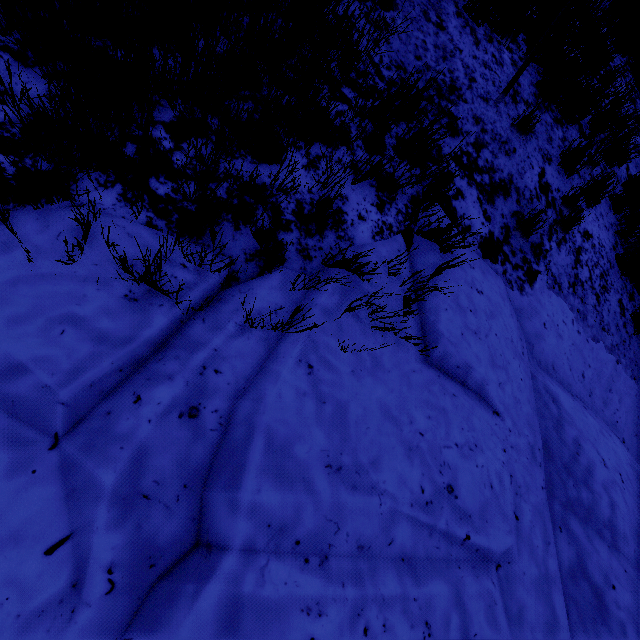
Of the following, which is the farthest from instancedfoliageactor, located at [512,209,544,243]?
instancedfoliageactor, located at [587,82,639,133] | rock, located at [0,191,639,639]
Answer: instancedfoliageactor, located at [587,82,639,133]

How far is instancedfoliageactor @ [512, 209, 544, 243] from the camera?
3.25m

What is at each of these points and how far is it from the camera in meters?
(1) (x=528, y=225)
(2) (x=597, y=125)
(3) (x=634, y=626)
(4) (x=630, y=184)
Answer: (1) instancedfoliageactor, 3.3 m
(2) instancedfoliageactor, 4.8 m
(3) rock, 1.9 m
(4) instancedfoliageactor, 5.0 m

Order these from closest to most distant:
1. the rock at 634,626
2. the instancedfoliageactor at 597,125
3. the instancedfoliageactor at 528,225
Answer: the rock at 634,626, the instancedfoliageactor at 528,225, the instancedfoliageactor at 597,125

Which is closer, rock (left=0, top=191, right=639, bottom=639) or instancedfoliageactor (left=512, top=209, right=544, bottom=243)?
rock (left=0, top=191, right=639, bottom=639)

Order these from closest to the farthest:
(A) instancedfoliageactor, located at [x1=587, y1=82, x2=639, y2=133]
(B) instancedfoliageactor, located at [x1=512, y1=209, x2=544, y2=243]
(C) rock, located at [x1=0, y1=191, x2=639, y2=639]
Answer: (C) rock, located at [x1=0, y1=191, x2=639, y2=639] < (B) instancedfoliageactor, located at [x1=512, y1=209, x2=544, y2=243] < (A) instancedfoliageactor, located at [x1=587, y1=82, x2=639, y2=133]

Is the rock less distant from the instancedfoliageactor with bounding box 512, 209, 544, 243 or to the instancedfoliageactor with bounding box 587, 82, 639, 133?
the instancedfoliageactor with bounding box 512, 209, 544, 243

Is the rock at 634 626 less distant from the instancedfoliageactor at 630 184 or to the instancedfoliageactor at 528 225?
the instancedfoliageactor at 528 225
